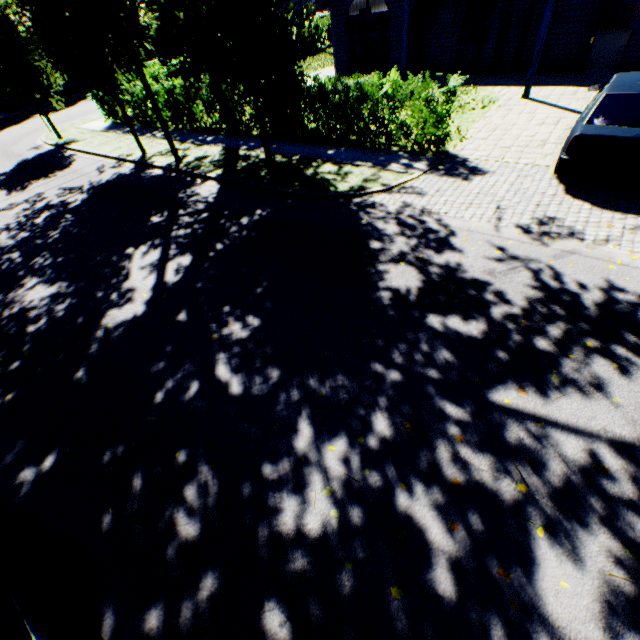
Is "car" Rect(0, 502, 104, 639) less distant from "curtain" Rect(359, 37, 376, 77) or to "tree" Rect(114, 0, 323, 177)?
"tree" Rect(114, 0, 323, 177)

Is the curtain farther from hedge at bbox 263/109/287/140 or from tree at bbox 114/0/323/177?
hedge at bbox 263/109/287/140

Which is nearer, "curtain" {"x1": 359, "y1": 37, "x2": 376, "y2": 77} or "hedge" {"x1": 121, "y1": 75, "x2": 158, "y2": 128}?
"hedge" {"x1": 121, "y1": 75, "x2": 158, "y2": 128}

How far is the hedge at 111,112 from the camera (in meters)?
16.52

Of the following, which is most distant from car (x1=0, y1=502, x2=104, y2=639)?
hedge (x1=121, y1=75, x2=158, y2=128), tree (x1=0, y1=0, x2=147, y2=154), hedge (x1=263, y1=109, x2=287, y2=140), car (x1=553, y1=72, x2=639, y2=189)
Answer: hedge (x1=121, y1=75, x2=158, y2=128)

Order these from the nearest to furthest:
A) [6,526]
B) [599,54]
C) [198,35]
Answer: [6,526]
[198,35]
[599,54]

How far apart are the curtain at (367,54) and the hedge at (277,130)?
8.2 meters

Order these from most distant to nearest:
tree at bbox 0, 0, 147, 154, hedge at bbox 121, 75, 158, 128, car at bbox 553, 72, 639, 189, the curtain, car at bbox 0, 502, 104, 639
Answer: the curtain
hedge at bbox 121, 75, 158, 128
tree at bbox 0, 0, 147, 154
car at bbox 553, 72, 639, 189
car at bbox 0, 502, 104, 639
